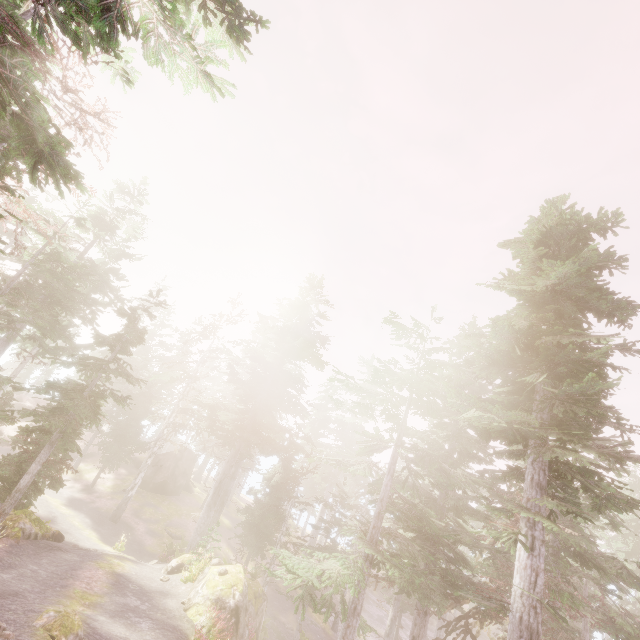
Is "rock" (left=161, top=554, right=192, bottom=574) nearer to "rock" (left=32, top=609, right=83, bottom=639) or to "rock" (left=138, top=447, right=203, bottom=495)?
"rock" (left=32, top=609, right=83, bottom=639)

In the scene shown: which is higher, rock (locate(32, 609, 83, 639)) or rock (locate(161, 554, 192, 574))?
rock (locate(32, 609, 83, 639))

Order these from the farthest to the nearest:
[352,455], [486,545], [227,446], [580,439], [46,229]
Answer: [352,455] → [227,446] → [46,229] → [486,545] → [580,439]

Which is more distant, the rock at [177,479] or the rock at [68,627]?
the rock at [177,479]

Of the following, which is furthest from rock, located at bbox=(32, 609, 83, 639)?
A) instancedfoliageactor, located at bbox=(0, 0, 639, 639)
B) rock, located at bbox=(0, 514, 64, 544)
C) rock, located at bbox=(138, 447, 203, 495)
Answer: rock, located at bbox=(138, 447, 203, 495)

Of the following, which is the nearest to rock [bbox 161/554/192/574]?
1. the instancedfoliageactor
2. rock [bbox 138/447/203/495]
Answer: the instancedfoliageactor

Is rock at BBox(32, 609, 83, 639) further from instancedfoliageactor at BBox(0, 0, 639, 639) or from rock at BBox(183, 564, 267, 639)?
rock at BBox(183, 564, 267, 639)

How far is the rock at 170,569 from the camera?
17.1m
